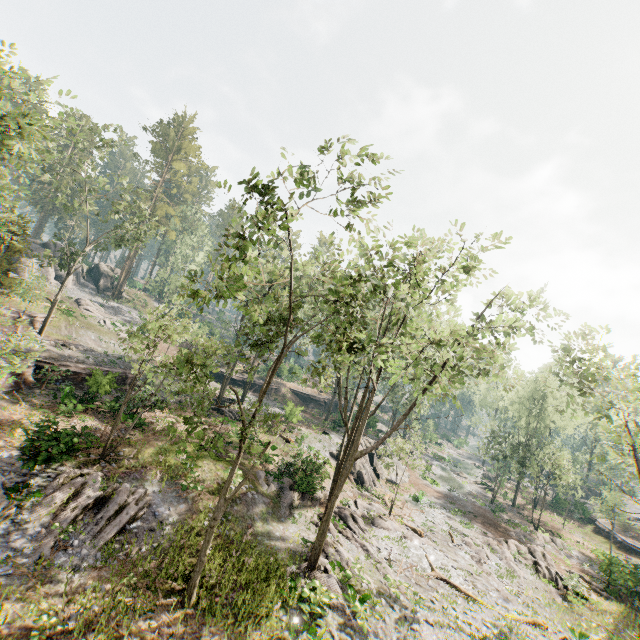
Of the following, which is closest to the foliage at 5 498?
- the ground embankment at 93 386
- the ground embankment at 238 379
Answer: the ground embankment at 93 386

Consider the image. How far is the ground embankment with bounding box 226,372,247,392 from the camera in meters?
45.8

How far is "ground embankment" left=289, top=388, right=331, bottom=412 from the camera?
51.34m

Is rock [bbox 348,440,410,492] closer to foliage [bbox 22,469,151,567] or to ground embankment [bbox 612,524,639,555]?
foliage [bbox 22,469,151,567]

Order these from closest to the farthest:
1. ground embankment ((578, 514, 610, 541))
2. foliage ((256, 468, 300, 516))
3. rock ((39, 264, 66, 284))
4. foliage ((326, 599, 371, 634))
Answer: foliage ((326, 599, 371, 634)) → foliage ((256, 468, 300, 516)) → ground embankment ((578, 514, 610, 541)) → rock ((39, 264, 66, 284))

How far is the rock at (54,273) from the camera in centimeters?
4472cm

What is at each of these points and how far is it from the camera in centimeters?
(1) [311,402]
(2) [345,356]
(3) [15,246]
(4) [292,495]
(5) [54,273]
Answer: (1) ground embankment, 5169cm
(2) foliage, 1401cm
(3) foliage, 2388cm
(4) foliage, 2223cm
(5) rock, 4578cm

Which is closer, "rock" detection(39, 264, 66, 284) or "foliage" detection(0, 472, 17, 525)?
"foliage" detection(0, 472, 17, 525)
